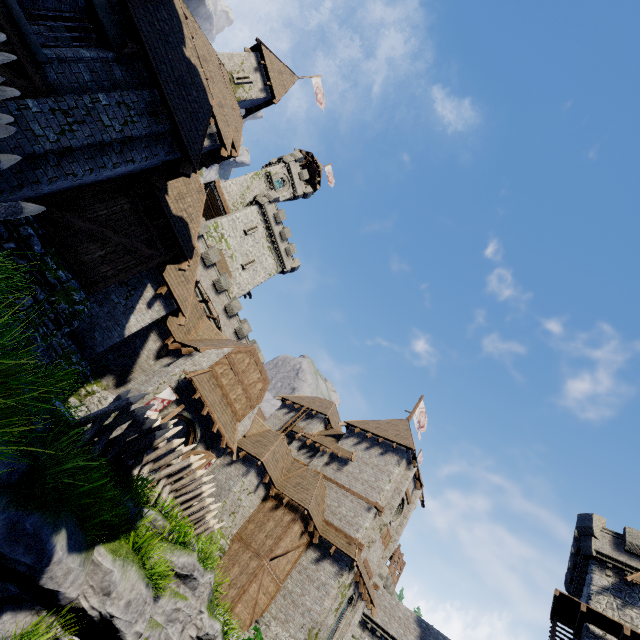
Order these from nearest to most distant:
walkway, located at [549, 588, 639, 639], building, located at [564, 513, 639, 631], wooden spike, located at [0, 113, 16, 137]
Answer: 1. wooden spike, located at [0, 113, 16, 137]
2. walkway, located at [549, 588, 639, 639]
3. building, located at [564, 513, 639, 631]

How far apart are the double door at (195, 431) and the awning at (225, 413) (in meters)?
0.45

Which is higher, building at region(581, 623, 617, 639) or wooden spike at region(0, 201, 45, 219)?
building at region(581, 623, 617, 639)

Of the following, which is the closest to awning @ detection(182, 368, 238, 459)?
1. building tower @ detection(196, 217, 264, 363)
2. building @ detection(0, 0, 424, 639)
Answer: building @ detection(0, 0, 424, 639)

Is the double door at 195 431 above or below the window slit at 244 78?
below

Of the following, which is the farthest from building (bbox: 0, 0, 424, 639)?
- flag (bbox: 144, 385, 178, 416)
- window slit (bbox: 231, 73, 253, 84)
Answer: window slit (bbox: 231, 73, 253, 84)

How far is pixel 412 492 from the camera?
27.6 meters

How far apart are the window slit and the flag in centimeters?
2181cm
